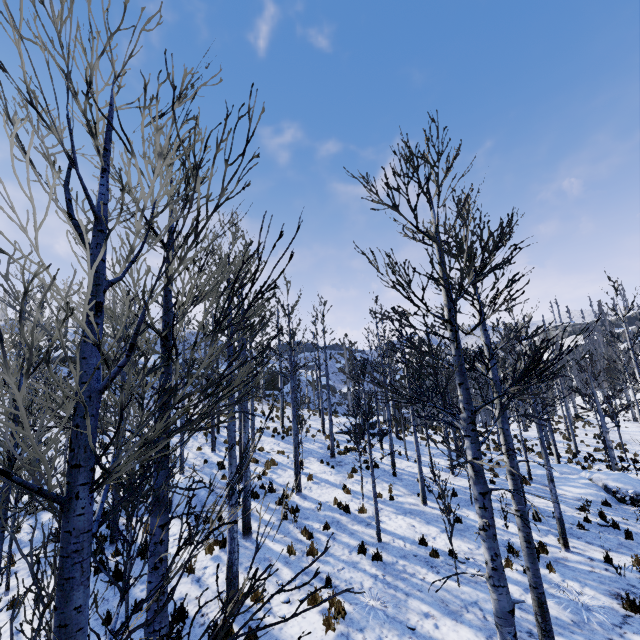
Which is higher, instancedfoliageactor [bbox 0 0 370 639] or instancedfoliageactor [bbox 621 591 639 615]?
instancedfoliageactor [bbox 0 0 370 639]

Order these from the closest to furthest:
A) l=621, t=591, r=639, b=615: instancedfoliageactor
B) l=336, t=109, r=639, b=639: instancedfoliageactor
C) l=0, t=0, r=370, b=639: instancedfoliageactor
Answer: l=0, t=0, r=370, b=639: instancedfoliageactor
l=336, t=109, r=639, b=639: instancedfoliageactor
l=621, t=591, r=639, b=615: instancedfoliageactor

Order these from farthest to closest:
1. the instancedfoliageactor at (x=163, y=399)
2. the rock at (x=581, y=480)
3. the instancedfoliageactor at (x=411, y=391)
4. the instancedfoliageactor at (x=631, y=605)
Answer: the rock at (x=581, y=480) < the instancedfoliageactor at (x=631, y=605) < the instancedfoliageactor at (x=411, y=391) < the instancedfoliageactor at (x=163, y=399)

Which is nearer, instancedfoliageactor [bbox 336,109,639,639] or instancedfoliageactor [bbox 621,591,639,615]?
instancedfoliageactor [bbox 336,109,639,639]

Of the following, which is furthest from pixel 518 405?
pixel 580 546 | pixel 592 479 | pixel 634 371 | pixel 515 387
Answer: pixel 515 387

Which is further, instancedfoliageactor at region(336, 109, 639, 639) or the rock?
the rock

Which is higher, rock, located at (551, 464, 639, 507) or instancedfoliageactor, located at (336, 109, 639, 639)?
instancedfoliageactor, located at (336, 109, 639, 639)

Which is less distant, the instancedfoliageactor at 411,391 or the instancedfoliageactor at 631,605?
the instancedfoliageactor at 411,391
